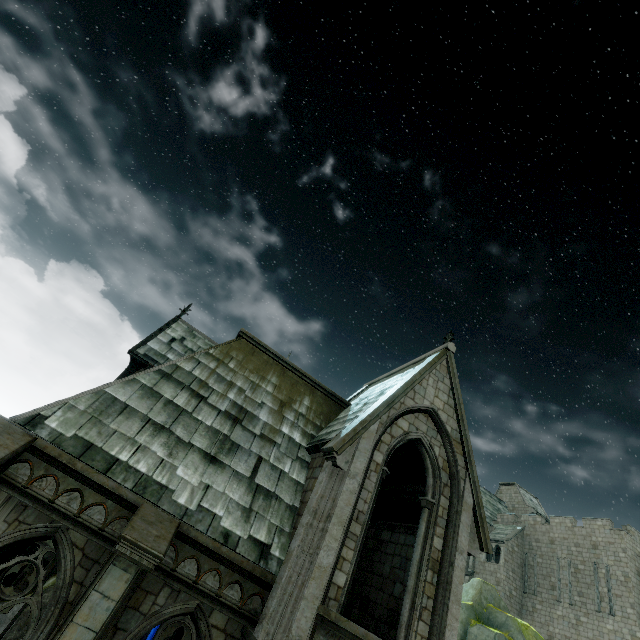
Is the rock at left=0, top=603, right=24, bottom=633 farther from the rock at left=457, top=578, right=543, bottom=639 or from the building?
the rock at left=457, top=578, right=543, bottom=639

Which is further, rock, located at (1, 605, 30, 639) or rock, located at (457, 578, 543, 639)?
rock, located at (457, 578, 543, 639)

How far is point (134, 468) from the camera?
7.2m

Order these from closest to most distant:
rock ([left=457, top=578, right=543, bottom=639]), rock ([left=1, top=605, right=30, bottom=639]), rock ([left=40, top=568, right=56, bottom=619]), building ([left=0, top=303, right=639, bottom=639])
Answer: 1. building ([left=0, top=303, right=639, bottom=639])
2. rock ([left=1, top=605, right=30, bottom=639])
3. rock ([left=40, top=568, right=56, bottom=619])
4. rock ([left=457, top=578, right=543, bottom=639])

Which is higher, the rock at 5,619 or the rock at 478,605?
the rock at 478,605

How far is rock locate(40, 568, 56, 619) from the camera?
16.8 meters

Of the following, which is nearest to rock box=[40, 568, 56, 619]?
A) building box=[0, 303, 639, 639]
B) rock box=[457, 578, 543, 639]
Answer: building box=[0, 303, 639, 639]

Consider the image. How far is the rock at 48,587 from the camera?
16.8m
